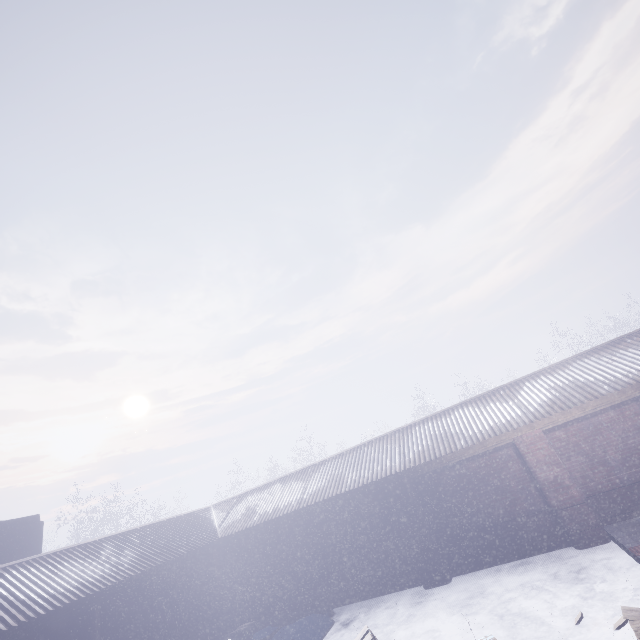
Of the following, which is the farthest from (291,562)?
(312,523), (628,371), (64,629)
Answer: (628,371)
